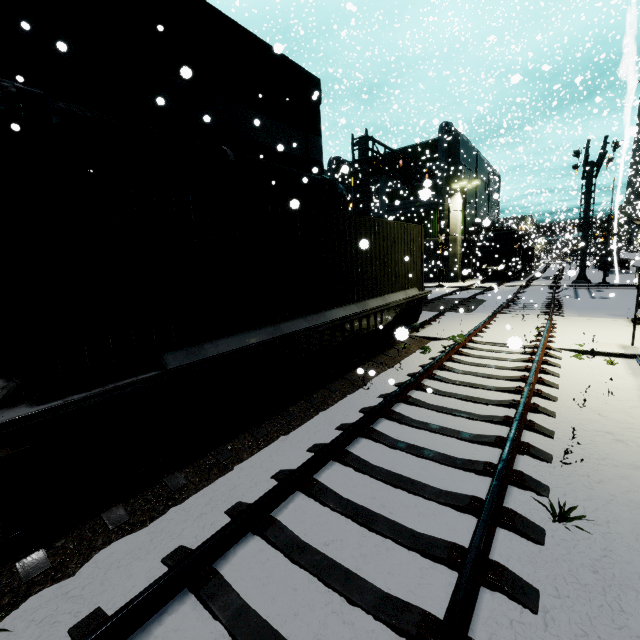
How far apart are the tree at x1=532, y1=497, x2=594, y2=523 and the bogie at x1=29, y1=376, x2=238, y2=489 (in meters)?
4.50

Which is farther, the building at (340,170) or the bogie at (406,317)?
the building at (340,170)

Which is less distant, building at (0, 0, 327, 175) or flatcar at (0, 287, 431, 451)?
flatcar at (0, 287, 431, 451)

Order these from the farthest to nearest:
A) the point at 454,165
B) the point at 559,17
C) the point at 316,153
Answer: the point at 454,165
the point at 559,17
the point at 316,153

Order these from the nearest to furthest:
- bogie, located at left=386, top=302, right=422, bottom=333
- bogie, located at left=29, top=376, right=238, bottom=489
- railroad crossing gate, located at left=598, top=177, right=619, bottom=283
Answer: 1. bogie, located at left=29, top=376, right=238, bottom=489
2. bogie, located at left=386, top=302, right=422, bottom=333
3. railroad crossing gate, located at left=598, top=177, right=619, bottom=283

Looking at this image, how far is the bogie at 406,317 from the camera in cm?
1134

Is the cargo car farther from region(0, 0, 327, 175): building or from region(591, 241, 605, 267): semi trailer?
region(0, 0, 327, 175): building

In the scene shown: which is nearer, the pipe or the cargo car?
the pipe
